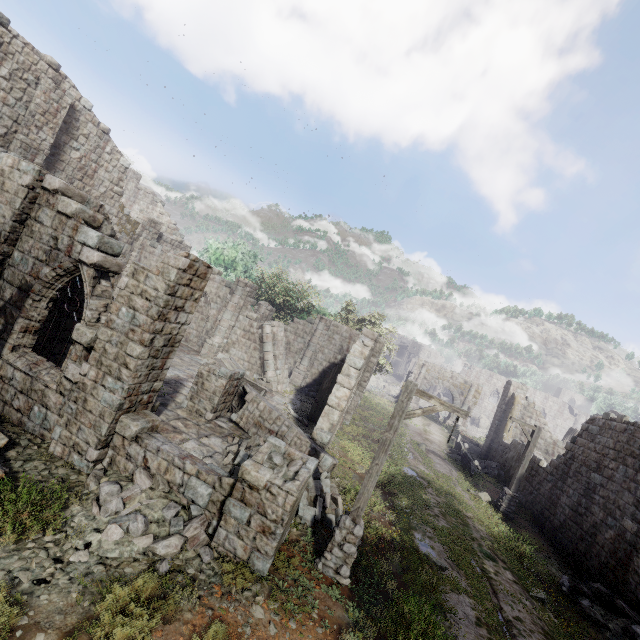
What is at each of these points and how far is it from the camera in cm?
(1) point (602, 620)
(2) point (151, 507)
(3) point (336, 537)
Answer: (1) rubble, 993
(2) rubble, 673
(3) wooden lamp post, 743

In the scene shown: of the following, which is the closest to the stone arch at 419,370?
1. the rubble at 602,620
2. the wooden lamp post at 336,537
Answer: the rubble at 602,620

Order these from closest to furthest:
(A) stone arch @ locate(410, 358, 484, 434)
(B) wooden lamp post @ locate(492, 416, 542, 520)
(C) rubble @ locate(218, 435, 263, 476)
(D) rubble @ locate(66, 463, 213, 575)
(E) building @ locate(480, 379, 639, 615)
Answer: (D) rubble @ locate(66, 463, 213, 575) < (C) rubble @ locate(218, 435, 263, 476) < (E) building @ locate(480, 379, 639, 615) < (B) wooden lamp post @ locate(492, 416, 542, 520) < (A) stone arch @ locate(410, 358, 484, 434)

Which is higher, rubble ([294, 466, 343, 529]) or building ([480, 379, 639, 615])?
building ([480, 379, 639, 615])

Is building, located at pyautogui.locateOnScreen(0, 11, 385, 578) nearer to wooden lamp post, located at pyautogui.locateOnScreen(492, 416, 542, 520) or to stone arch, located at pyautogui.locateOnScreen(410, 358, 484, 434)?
stone arch, located at pyautogui.locateOnScreen(410, 358, 484, 434)

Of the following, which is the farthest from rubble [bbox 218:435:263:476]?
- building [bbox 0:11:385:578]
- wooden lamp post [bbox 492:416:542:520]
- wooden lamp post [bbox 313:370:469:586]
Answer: wooden lamp post [bbox 492:416:542:520]

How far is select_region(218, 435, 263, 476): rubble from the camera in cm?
964

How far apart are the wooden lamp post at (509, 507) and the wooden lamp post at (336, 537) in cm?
1157
